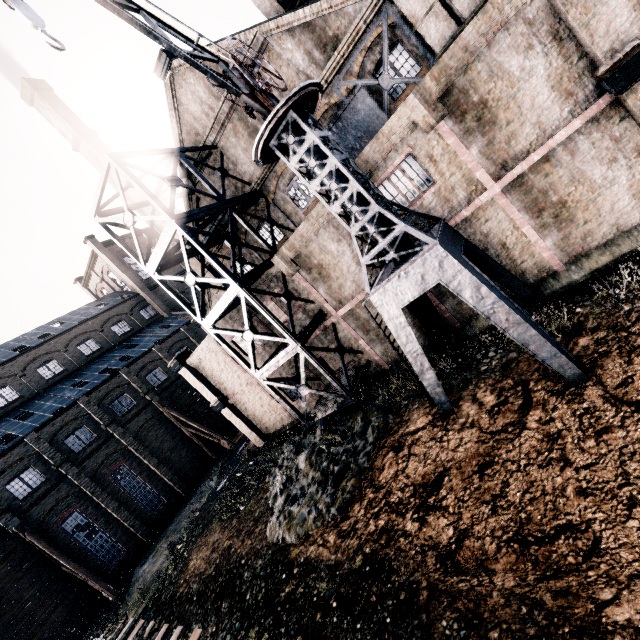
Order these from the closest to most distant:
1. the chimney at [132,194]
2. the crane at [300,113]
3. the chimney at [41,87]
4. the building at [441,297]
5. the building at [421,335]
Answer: the crane at [300,113] < the building at [441,297] < the building at [421,335] < the chimney at [41,87] < the chimney at [132,194]

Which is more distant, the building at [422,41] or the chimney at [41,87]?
the chimney at [41,87]

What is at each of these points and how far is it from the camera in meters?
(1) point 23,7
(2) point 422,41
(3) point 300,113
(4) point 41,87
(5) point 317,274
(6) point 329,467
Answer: (1) crane, 5.6
(2) building, 14.1
(3) crane, 10.4
(4) chimney, 31.8
(5) building, 16.6
(6) stone debris, 13.5

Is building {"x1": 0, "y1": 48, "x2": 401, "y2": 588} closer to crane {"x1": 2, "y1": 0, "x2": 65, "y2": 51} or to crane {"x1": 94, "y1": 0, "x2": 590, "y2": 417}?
crane {"x1": 94, "y1": 0, "x2": 590, "y2": 417}

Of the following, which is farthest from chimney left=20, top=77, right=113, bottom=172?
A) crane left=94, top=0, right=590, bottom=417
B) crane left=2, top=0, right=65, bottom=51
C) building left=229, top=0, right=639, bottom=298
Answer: crane left=2, top=0, right=65, bottom=51

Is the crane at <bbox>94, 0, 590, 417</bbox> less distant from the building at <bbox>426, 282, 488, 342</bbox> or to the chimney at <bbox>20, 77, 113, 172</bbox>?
the building at <bbox>426, 282, 488, 342</bbox>

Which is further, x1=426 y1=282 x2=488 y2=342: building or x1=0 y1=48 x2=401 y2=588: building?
x1=0 y1=48 x2=401 y2=588: building

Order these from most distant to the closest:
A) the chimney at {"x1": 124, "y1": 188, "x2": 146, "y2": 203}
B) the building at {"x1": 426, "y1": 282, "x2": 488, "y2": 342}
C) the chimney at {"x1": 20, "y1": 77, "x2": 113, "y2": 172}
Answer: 1. the chimney at {"x1": 124, "y1": 188, "x2": 146, "y2": 203}
2. the chimney at {"x1": 20, "y1": 77, "x2": 113, "y2": 172}
3. the building at {"x1": 426, "y1": 282, "x2": 488, "y2": 342}
